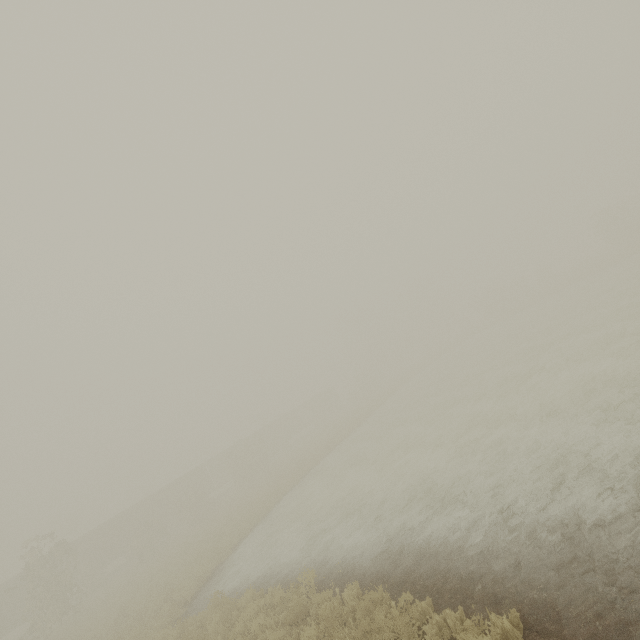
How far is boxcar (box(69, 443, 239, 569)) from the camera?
32.9m

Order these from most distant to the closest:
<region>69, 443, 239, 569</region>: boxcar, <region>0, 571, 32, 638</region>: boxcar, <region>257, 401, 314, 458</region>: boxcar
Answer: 1. <region>257, 401, 314, 458</region>: boxcar
2. <region>69, 443, 239, 569</region>: boxcar
3. <region>0, 571, 32, 638</region>: boxcar

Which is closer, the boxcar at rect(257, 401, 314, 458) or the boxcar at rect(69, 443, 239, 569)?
the boxcar at rect(69, 443, 239, 569)

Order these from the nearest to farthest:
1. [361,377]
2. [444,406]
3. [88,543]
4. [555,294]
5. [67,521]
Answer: [444,406], [88,543], [555,294], [67,521], [361,377]

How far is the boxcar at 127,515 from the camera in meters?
32.9

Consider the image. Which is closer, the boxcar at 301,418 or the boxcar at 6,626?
the boxcar at 6,626
